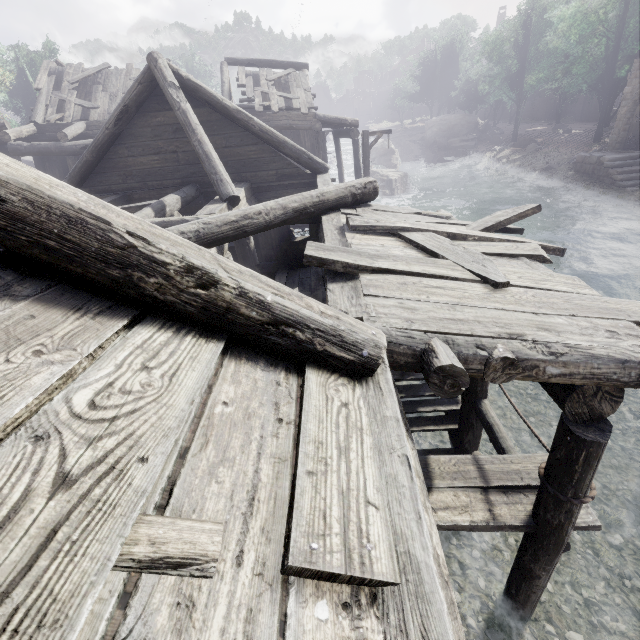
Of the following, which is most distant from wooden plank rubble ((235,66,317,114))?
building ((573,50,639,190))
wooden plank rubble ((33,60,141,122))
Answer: wooden plank rubble ((33,60,141,122))

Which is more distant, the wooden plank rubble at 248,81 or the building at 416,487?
the wooden plank rubble at 248,81

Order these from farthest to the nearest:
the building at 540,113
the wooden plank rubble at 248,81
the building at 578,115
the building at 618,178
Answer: the building at 540,113
the building at 578,115
the building at 618,178
the wooden plank rubble at 248,81

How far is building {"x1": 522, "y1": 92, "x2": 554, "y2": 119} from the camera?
48.69m

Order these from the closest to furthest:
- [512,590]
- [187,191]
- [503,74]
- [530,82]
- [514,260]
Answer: [514,260]
[512,590]
[187,191]
[530,82]
[503,74]

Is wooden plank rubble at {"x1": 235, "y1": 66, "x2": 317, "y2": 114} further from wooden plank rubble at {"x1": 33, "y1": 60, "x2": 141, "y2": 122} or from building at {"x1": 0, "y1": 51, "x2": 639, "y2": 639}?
wooden plank rubble at {"x1": 33, "y1": 60, "x2": 141, "y2": 122}

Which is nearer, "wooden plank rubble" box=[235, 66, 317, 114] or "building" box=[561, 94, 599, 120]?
"wooden plank rubble" box=[235, 66, 317, 114]
